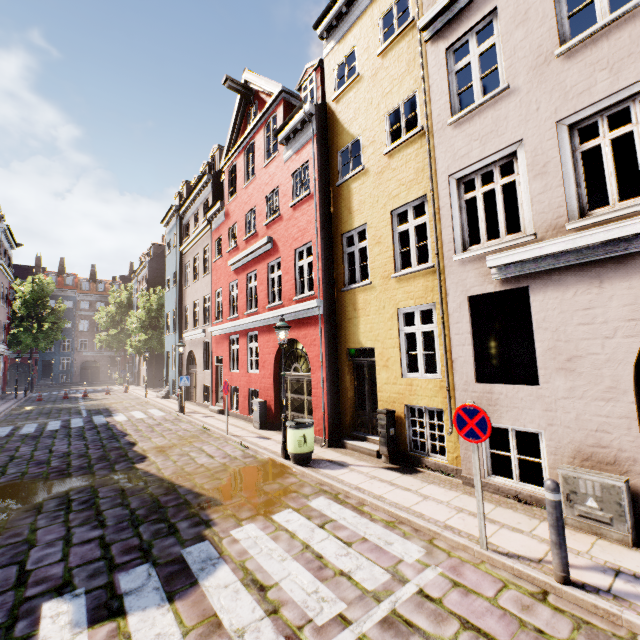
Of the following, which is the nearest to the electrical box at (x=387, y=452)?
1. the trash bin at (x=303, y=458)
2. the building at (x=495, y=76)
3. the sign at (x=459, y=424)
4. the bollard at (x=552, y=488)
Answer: the building at (x=495, y=76)

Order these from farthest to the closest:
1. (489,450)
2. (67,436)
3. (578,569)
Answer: (67,436), (489,450), (578,569)

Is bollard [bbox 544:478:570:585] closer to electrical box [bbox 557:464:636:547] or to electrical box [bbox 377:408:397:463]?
electrical box [bbox 557:464:636:547]

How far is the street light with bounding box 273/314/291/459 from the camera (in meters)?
8.58

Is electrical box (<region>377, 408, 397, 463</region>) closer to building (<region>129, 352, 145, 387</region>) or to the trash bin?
building (<region>129, 352, 145, 387</region>)

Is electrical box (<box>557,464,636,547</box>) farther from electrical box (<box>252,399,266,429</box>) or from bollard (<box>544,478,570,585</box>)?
electrical box (<box>252,399,266,429</box>)

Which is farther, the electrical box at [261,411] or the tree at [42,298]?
the tree at [42,298]

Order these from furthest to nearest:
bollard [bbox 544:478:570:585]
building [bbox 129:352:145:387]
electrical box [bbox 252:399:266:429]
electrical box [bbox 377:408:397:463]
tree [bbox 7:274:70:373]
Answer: tree [bbox 7:274:70:373] < building [bbox 129:352:145:387] < electrical box [bbox 252:399:266:429] < electrical box [bbox 377:408:397:463] < bollard [bbox 544:478:570:585]
